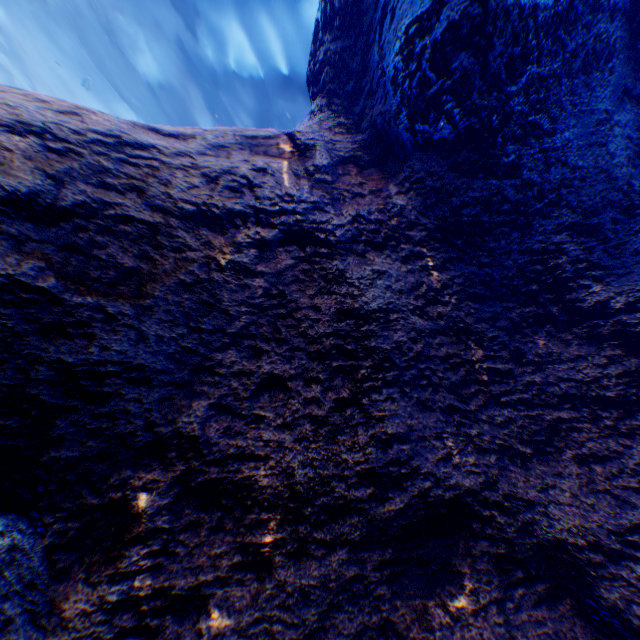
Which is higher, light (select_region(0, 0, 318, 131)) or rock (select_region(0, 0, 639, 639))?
light (select_region(0, 0, 318, 131))

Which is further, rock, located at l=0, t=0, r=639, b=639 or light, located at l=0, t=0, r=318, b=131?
light, located at l=0, t=0, r=318, b=131

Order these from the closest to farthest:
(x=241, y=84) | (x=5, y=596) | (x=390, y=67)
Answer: (x=5, y=596) < (x=390, y=67) < (x=241, y=84)

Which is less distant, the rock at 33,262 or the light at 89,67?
the rock at 33,262

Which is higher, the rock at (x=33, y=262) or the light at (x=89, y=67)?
the light at (x=89, y=67)
